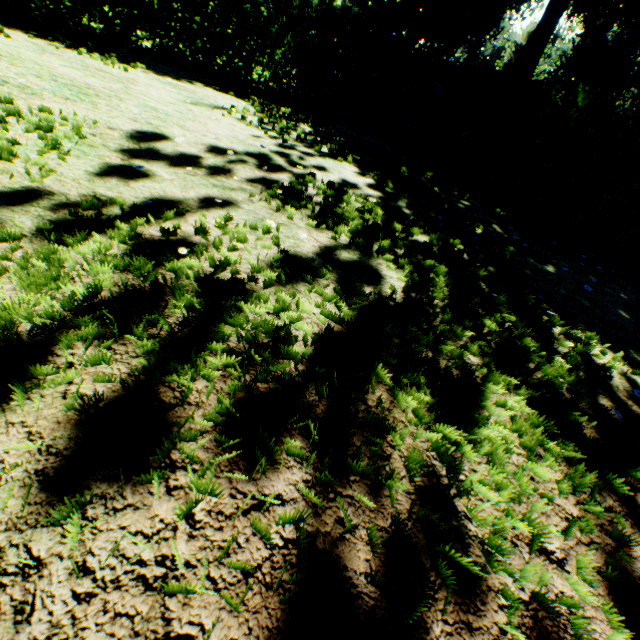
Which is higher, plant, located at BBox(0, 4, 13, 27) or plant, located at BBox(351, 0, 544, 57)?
plant, located at BBox(351, 0, 544, 57)

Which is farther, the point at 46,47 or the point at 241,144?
the point at 46,47

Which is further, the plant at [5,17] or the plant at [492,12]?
the plant at [492,12]

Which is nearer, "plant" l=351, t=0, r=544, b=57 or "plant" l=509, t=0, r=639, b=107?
"plant" l=509, t=0, r=639, b=107

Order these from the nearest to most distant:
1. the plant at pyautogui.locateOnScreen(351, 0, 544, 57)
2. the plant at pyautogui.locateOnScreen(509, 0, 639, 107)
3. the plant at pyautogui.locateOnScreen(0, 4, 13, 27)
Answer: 1. the plant at pyautogui.locateOnScreen(0, 4, 13, 27)
2. the plant at pyautogui.locateOnScreen(509, 0, 639, 107)
3. the plant at pyautogui.locateOnScreen(351, 0, 544, 57)
